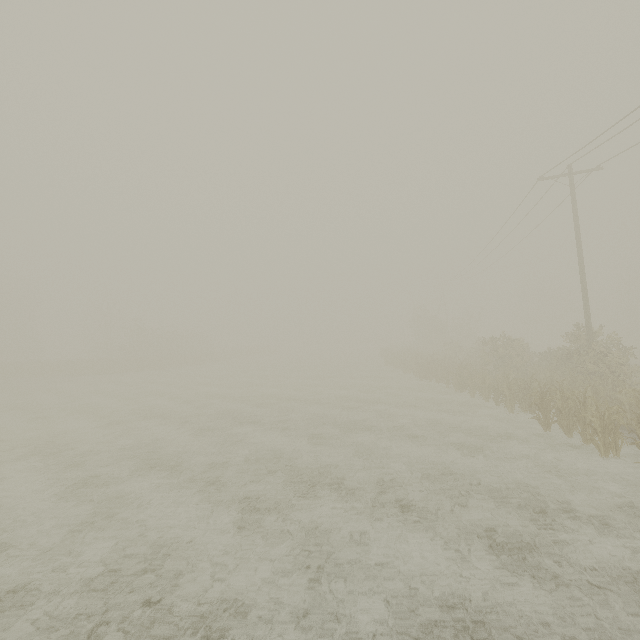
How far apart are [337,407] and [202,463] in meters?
8.5
